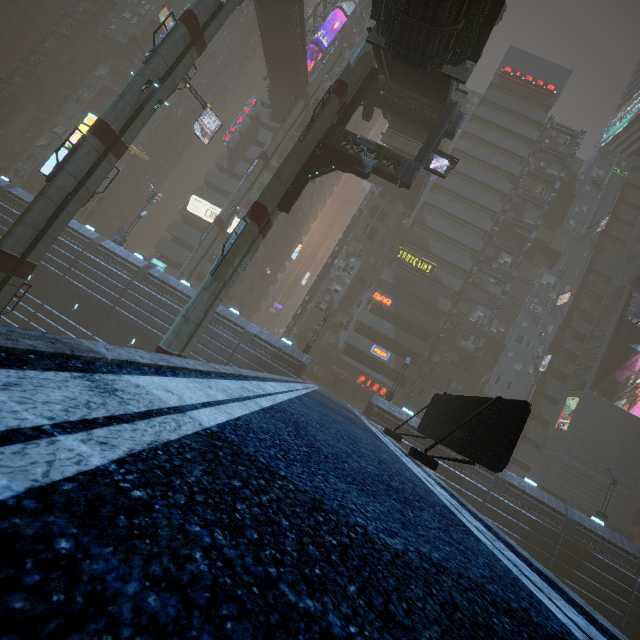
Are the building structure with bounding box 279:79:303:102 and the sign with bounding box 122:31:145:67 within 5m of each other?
no

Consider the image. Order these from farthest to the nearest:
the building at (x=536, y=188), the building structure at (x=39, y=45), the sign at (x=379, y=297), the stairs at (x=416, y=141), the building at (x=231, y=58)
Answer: the building at (x=231, y=58)
the building structure at (x=39, y=45)
the building at (x=536, y=188)
the sign at (x=379, y=297)
the stairs at (x=416, y=141)

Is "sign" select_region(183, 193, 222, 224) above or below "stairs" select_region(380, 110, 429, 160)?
below

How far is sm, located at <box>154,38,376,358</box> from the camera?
16.2 meters

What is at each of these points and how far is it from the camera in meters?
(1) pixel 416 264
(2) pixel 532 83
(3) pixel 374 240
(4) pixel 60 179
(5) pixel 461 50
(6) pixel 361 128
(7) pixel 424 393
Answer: (1) sign, 39.4
(2) sign, 43.4
(3) building, 41.9
(4) sm, 17.7
(5) bridge, 15.1
(6) building, 58.2
(7) building, 39.4

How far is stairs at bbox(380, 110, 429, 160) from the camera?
26.2m

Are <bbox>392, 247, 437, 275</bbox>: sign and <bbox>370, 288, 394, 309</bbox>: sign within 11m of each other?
yes

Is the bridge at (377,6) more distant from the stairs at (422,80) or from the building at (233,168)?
the building at (233,168)
